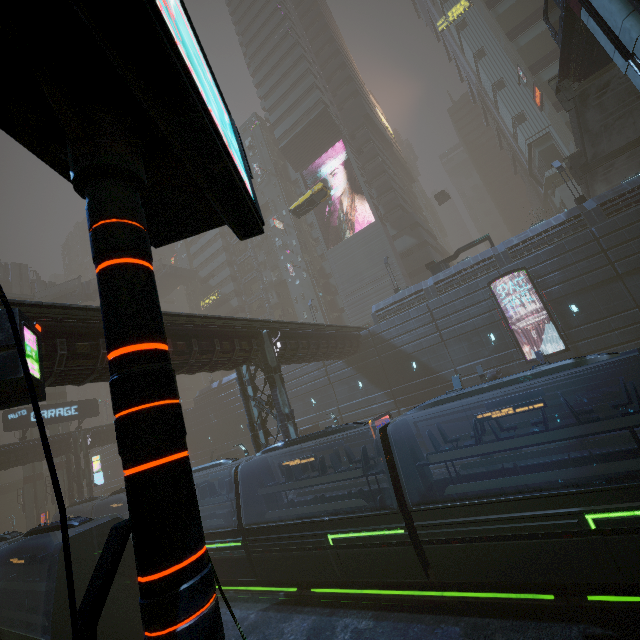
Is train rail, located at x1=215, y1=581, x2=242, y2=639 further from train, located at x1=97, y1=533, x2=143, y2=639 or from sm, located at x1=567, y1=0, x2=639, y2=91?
sm, located at x1=567, y1=0, x2=639, y2=91

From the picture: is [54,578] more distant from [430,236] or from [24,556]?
[430,236]

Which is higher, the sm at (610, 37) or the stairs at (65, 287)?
the stairs at (65, 287)

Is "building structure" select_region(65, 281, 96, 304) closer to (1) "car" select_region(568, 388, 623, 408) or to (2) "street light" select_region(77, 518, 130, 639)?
(2) "street light" select_region(77, 518, 130, 639)

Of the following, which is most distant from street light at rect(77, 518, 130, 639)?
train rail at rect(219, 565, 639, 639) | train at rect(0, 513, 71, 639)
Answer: train at rect(0, 513, 71, 639)

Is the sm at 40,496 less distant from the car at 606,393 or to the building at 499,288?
the building at 499,288

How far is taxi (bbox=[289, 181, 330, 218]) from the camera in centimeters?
3089cm

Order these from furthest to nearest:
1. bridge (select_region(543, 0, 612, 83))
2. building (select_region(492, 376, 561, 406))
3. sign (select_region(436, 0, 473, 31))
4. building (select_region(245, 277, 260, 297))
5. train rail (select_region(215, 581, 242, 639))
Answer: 1. building (select_region(245, 277, 260, 297))
2. sign (select_region(436, 0, 473, 31))
3. building (select_region(492, 376, 561, 406))
4. bridge (select_region(543, 0, 612, 83))
5. train rail (select_region(215, 581, 242, 639))
